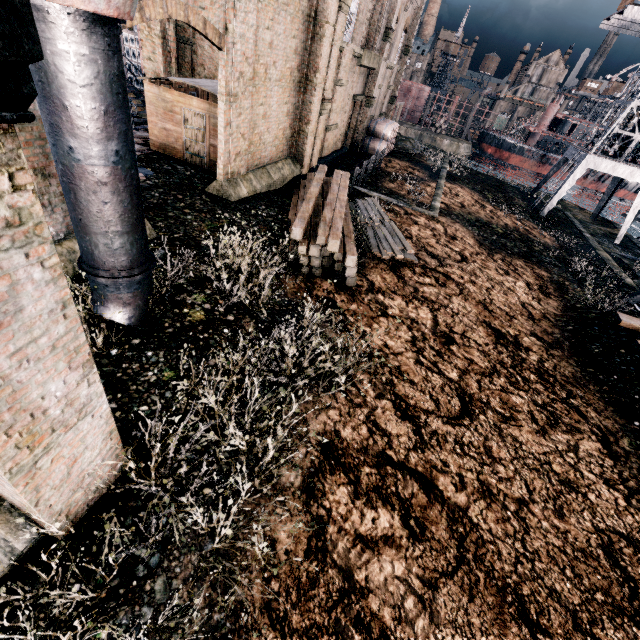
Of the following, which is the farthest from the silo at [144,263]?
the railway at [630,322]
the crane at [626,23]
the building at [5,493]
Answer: the crane at [626,23]

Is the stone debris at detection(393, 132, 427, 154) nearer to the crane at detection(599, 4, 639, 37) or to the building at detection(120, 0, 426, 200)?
the building at detection(120, 0, 426, 200)

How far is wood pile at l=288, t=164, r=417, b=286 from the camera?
11.2m

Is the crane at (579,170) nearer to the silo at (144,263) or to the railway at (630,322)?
the railway at (630,322)

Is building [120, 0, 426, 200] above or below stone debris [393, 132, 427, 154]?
above

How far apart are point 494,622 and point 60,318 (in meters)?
7.44

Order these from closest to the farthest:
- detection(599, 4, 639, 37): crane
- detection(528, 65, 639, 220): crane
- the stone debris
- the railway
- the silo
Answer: the silo < the railway < detection(599, 4, 639, 37): crane < detection(528, 65, 639, 220): crane < the stone debris

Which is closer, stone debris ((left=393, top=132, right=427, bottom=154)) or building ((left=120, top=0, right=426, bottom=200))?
building ((left=120, top=0, right=426, bottom=200))
